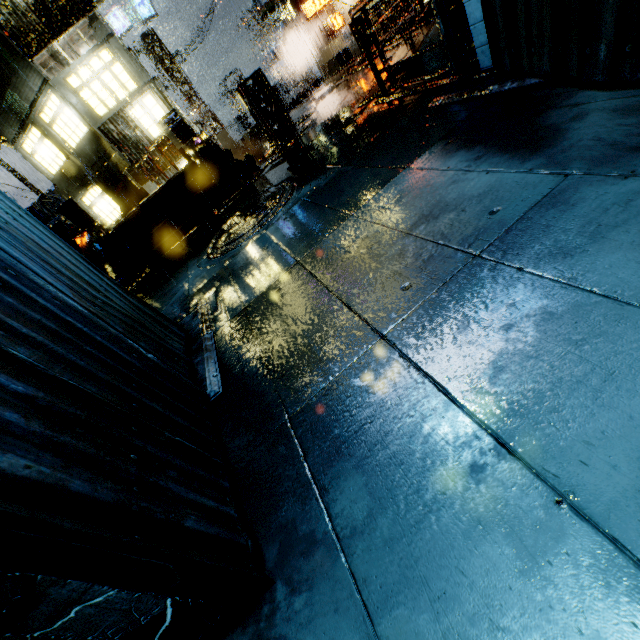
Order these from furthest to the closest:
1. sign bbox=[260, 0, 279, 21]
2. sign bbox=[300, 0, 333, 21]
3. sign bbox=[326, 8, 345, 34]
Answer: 1. sign bbox=[260, 0, 279, 21]
2. sign bbox=[326, 8, 345, 34]
3. sign bbox=[300, 0, 333, 21]

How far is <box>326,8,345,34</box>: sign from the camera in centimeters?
1920cm

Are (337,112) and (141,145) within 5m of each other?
no

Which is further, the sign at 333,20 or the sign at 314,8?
the sign at 333,20

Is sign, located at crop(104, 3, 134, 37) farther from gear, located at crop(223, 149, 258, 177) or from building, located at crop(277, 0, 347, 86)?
gear, located at crop(223, 149, 258, 177)

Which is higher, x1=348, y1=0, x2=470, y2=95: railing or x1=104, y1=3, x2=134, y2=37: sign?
x1=104, y1=3, x2=134, y2=37: sign

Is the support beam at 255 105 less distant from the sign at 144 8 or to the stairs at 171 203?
the stairs at 171 203

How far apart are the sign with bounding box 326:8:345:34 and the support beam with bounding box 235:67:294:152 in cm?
1040
